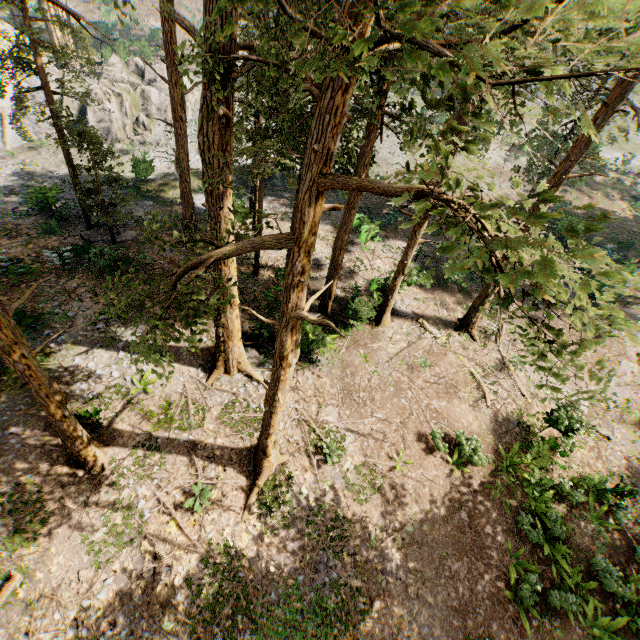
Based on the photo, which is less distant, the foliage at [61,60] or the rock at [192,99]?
the foliage at [61,60]

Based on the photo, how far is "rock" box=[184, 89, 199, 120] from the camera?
35.53m

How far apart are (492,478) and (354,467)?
7.0m

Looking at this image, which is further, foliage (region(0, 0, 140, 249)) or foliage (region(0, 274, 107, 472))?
foliage (region(0, 0, 140, 249))

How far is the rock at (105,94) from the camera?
31.5m

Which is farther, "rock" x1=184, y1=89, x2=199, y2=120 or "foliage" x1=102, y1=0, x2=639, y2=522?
"rock" x1=184, y1=89, x2=199, y2=120

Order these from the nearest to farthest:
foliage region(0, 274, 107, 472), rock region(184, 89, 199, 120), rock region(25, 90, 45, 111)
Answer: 1. foliage region(0, 274, 107, 472)
2. rock region(25, 90, 45, 111)
3. rock region(184, 89, 199, 120)
